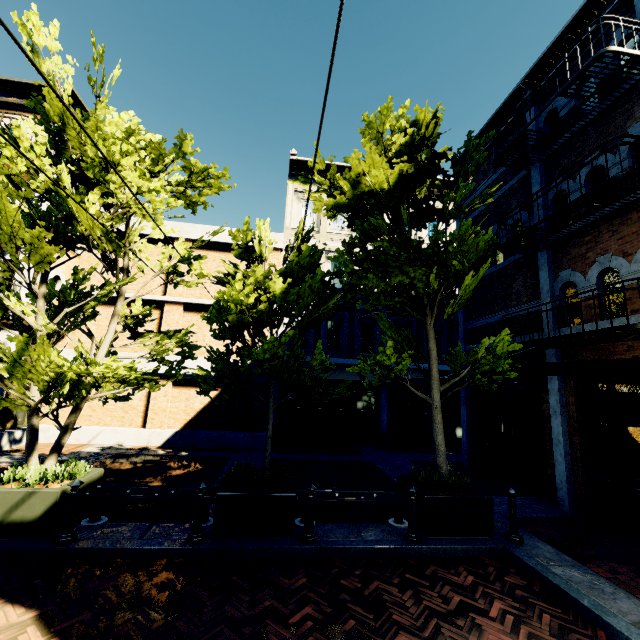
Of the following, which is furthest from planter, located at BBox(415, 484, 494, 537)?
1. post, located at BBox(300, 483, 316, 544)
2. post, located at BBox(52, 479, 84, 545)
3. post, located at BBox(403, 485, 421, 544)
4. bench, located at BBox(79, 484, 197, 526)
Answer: post, located at BBox(52, 479, 84, 545)

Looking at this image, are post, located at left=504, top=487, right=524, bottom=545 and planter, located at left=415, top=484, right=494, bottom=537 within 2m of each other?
yes

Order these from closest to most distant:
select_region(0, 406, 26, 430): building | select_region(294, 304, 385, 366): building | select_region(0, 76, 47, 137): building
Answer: select_region(0, 406, 26, 430): building → select_region(0, 76, 47, 137): building → select_region(294, 304, 385, 366): building

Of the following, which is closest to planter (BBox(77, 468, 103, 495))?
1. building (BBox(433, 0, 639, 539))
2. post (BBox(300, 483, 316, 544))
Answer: post (BBox(300, 483, 316, 544))

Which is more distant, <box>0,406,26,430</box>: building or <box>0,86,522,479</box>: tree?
<box>0,406,26,430</box>: building

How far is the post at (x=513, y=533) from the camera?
5.6 meters

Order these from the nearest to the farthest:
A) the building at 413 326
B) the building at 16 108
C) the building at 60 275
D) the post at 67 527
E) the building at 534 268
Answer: the post at 67 527
the building at 534 268
the building at 16 108
the building at 60 275
the building at 413 326

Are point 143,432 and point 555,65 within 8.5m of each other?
no
